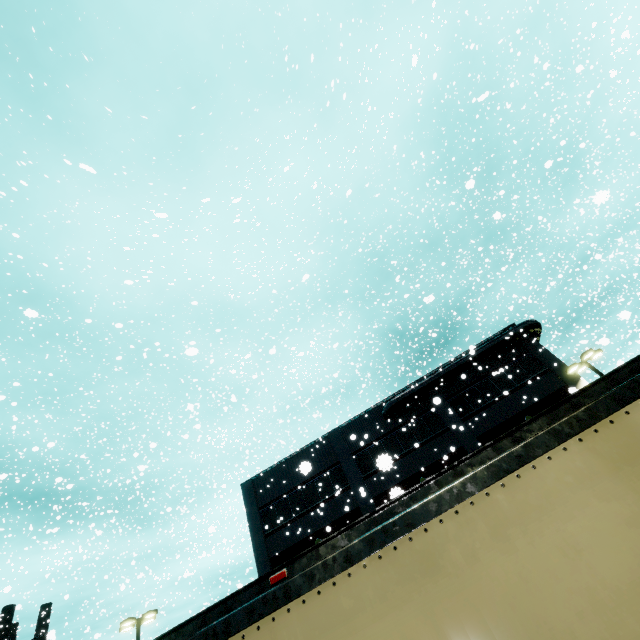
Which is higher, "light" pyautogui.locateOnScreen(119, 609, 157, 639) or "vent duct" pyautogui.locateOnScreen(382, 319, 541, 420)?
"vent duct" pyautogui.locateOnScreen(382, 319, 541, 420)

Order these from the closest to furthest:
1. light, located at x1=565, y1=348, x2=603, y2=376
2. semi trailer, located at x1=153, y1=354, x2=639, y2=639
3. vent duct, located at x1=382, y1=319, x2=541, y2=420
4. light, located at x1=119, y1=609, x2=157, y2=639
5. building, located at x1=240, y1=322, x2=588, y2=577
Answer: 1. semi trailer, located at x1=153, y1=354, x2=639, y2=639
2. light, located at x1=565, y1=348, x2=603, y2=376
3. light, located at x1=119, y1=609, x2=157, y2=639
4. building, located at x1=240, y1=322, x2=588, y2=577
5. vent duct, located at x1=382, y1=319, x2=541, y2=420

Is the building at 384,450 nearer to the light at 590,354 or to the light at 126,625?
the light at 590,354

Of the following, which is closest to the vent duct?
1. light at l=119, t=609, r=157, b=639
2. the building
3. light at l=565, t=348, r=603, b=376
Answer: the building

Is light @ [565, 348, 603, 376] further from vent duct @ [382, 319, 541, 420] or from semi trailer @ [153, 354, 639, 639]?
semi trailer @ [153, 354, 639, 639]

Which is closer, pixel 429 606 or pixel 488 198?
pixel 429 606

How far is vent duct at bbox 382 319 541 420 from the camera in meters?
23.3 m

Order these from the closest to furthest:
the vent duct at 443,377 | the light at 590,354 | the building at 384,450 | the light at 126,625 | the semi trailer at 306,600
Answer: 1. the semi trailer at 306,600
2. the light at 590,354
3. the light at 126,625
4. the building at 384,450
5. the vent duct at 443,377
